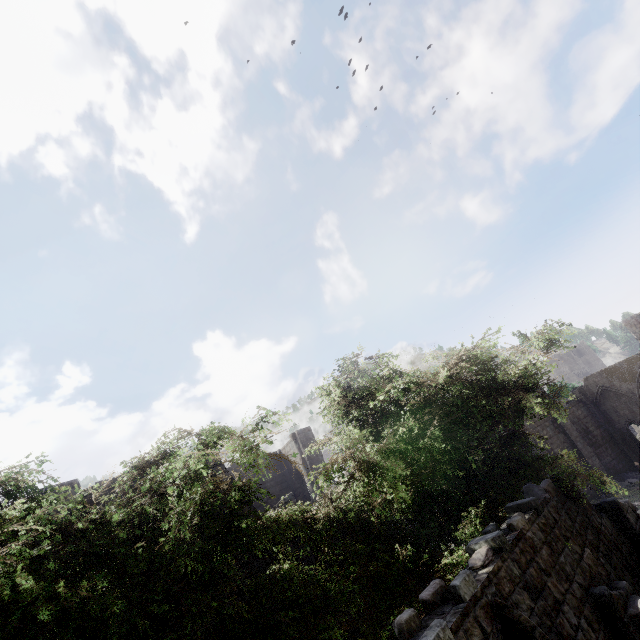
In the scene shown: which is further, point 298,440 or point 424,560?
point 298,440

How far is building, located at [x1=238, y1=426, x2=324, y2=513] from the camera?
22.8m

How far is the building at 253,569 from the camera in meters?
14.4

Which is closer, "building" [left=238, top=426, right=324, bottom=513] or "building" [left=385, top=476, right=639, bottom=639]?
"building" [left=385, top=476, right=639, bottom=639]

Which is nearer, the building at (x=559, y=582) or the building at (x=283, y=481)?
the building at (x=559, y=582)

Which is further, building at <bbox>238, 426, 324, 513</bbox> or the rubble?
the rubble

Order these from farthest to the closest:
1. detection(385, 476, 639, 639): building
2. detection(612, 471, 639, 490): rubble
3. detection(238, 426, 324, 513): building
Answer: detection(612, 471, 639, 490): rubble, detection(238, 426, 324, 513): building, detection(385, 476, 639, 639): building
